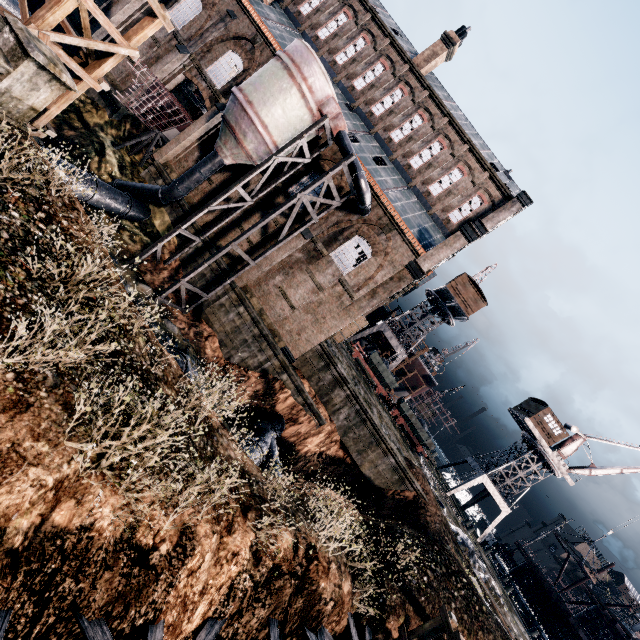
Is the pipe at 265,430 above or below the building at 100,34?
below

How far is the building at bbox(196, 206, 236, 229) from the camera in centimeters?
2448cm

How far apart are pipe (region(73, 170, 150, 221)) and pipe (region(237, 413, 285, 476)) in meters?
16.6

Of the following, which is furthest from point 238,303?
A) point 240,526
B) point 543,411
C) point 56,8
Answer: point 543,411

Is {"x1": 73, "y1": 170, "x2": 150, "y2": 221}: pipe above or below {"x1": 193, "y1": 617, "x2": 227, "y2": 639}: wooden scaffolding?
below

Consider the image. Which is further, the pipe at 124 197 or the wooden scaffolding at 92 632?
the pipe at 124 197

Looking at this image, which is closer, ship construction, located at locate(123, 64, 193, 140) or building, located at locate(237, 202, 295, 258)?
ship construction, located at locate(123, 64, 193, 140)

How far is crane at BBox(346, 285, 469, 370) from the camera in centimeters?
4411cm
